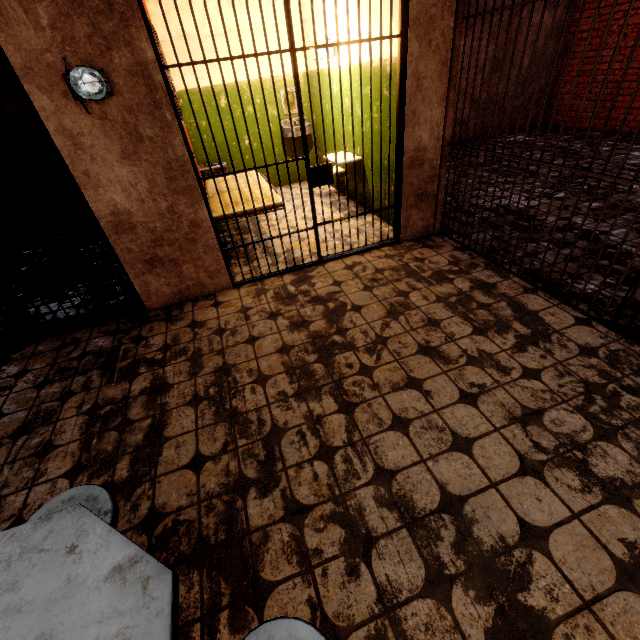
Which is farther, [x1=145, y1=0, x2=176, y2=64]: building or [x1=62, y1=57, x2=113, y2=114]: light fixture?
[x1=145, y1=0, x2=176, y2=64]: building

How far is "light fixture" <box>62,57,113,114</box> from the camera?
2.2 meters

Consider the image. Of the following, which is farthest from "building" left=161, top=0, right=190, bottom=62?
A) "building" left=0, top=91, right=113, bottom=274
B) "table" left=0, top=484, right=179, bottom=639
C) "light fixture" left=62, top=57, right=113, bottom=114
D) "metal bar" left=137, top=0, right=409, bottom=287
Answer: "table" left=0, top=484, right=179, bottom=639

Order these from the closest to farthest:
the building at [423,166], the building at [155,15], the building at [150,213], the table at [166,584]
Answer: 1. the table at [166,584]
2. the building at [150,213]
3. the building at [423,166]
4. the building at [155,15]

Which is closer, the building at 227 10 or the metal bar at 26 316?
the metal bar at 26 316

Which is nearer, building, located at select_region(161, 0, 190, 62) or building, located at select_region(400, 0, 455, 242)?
building, located at select_region(400, 0, 455, 242)

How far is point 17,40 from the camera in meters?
2.1

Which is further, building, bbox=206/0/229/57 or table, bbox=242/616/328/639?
building, bbox=206/0/229/57
